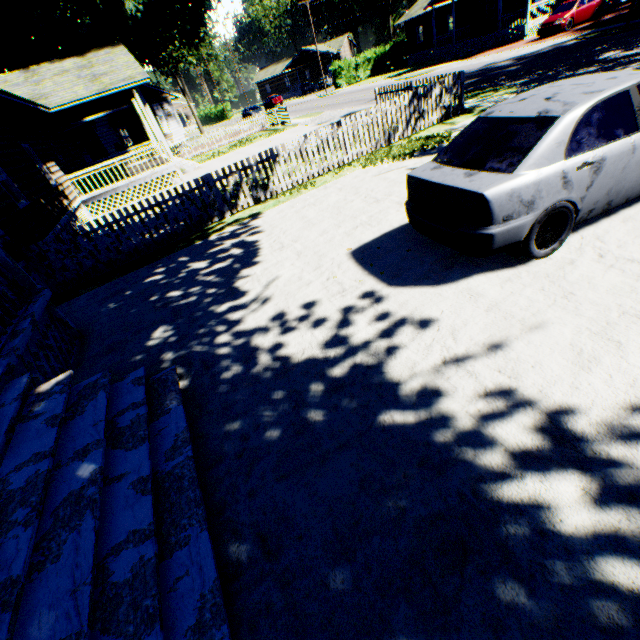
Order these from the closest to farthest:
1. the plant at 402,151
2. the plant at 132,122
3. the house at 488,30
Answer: the plant at 402,151 → the plant at 132,122 → the house at 488,30

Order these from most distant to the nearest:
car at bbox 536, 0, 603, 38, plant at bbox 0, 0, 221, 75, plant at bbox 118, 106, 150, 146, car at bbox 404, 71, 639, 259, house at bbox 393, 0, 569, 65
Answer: house at bbox 393, 0, 569, 65 → plant at bbox 118, 106, 150, 146 → car at bbox 536, 0, 603, 38 → plant at bbox 0, 0, 221, 75 → car at bbox 404, 71, 639, 259

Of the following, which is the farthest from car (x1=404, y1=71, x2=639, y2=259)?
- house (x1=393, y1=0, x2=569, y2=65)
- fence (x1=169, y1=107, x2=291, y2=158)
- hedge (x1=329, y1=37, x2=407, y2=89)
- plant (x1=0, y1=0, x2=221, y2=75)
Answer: hedge (x1=329, y1=37, x2=407, y2=89)

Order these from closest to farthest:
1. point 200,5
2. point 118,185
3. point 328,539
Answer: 1. point 328,539
2. point 118,185
3. point 200,5

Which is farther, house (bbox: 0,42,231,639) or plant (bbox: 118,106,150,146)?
plant (bbox: 118,106,150,146)

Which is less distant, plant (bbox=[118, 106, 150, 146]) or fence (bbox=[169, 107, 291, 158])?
plant (bbox=[118, 106, 150, 146])

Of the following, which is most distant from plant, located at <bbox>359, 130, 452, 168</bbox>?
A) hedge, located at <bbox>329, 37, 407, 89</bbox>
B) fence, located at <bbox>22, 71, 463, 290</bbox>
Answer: hedge, located at <bbox>329, 37, 407, 89</bbox>

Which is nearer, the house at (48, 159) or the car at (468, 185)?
the house at (48, 159)
